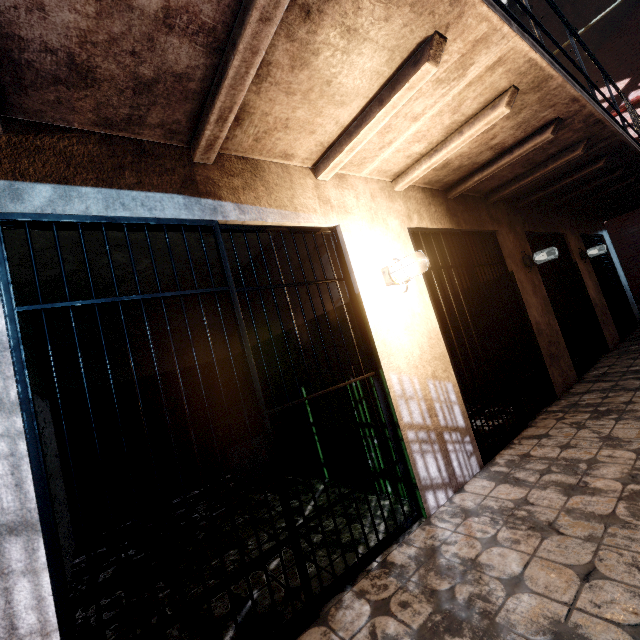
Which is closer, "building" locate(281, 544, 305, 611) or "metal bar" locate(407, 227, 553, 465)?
"building" locate(281, 544, 305, 611)

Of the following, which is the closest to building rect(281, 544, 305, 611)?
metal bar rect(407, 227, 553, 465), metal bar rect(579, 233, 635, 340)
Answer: metal bar rect(407, 227, 553, 465)

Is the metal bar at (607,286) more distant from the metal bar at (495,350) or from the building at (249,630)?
the building at (249,630)

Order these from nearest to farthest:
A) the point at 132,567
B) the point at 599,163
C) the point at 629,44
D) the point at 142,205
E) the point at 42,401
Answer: the point at 142,205 → the point at 132,567 → the point at 42,401 → the point at 599,163 → the point at 629,44

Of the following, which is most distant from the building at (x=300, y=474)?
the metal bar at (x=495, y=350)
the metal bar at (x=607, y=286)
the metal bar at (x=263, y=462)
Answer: the metal bar at (x=607, y=286)

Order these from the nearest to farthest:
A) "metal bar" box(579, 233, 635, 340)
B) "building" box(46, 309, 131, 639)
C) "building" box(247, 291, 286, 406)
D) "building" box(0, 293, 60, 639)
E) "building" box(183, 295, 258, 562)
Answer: "building" box(0, 293, 60, 639) → "building" box(46, 309, 131, 639) → "building" box(183, 295, 258, 562) → "building" box(247, 291, 286, 406) → "metal bar" box(579, 233, 635, 340)

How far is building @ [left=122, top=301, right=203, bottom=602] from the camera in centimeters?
265cm

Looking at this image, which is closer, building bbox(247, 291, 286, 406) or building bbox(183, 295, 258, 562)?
building bbox(183, 295, 258, 562)
